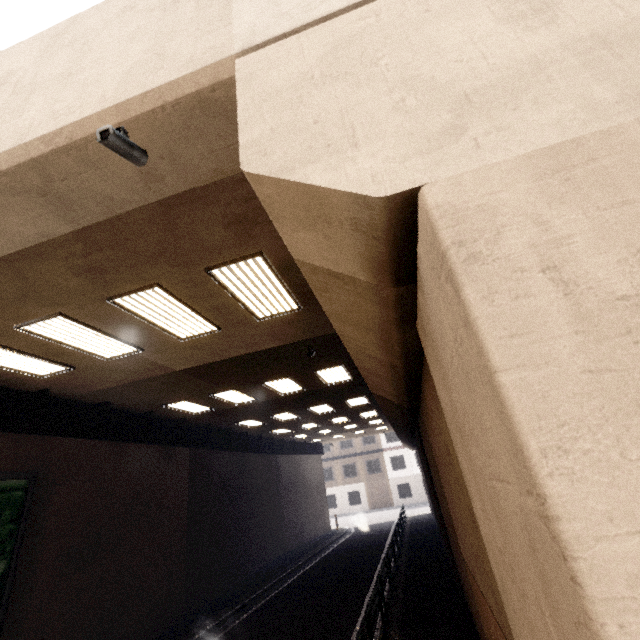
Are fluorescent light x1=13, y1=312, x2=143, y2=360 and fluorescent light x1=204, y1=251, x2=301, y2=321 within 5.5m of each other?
yes

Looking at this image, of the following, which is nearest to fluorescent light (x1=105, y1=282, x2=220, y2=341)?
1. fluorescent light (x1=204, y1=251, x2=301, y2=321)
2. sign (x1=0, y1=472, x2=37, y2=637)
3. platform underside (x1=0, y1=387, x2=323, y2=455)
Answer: fluorescent light (x1=204, y1=251, x2=301, y2=321)

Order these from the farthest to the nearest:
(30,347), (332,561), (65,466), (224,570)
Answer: (332,561) < (224,570) < (65,466) < (30,347)

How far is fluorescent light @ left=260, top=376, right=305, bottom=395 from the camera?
10.79m

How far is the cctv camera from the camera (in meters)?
2.86

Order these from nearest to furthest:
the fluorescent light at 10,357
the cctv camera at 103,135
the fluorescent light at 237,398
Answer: the cctv camera at 103,135 < the fluorescent light at 10,357 < the fluorescent light at 237,398

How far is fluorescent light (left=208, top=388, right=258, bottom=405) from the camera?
11.12m

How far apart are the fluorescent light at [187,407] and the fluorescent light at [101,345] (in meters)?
4.27
